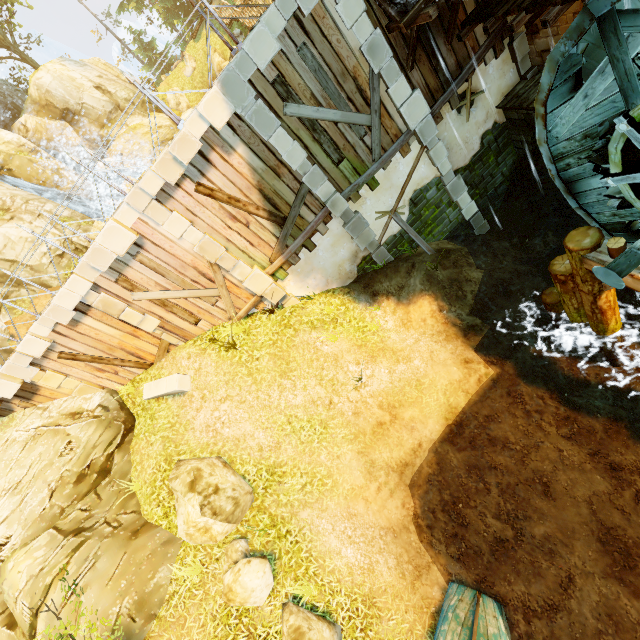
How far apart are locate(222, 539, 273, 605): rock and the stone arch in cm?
1260

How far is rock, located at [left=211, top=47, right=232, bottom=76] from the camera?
25.6 meters

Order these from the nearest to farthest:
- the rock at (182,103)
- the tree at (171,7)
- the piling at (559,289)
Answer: the piling at (559,289)
the tree at (171,7)
the rock at (182,103)

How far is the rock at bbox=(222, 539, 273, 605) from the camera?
6.9m

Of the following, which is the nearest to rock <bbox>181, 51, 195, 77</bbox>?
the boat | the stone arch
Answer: the stone arch

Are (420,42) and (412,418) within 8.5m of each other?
no

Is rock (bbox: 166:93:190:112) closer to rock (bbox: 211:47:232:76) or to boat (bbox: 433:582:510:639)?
rock (bbox: 211:47:232:76)

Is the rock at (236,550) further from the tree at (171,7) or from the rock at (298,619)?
the tree at (171,7)
